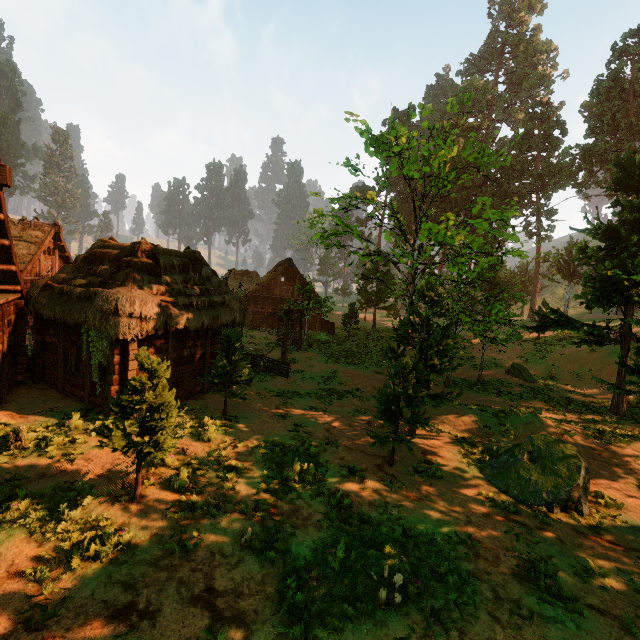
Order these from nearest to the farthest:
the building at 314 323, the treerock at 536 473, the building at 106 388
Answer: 1. the treerock at 536 473
2. the building at 106 388
3. the building at 314 323

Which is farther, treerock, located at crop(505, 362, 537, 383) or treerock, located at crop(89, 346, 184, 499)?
treerock, located at crop(505, 362, 537, 383)

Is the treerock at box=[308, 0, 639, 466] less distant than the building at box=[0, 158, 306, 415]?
No

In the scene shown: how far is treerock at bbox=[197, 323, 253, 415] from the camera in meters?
12.3 m

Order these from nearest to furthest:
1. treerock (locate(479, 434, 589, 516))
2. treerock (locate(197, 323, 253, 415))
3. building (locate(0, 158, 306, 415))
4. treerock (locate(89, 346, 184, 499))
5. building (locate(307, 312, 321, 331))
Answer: treerock (locate(89, 346, 184, 499)) → treerock (locate(479, 434, 589, 516)) → building (locate(0, 158, 306, 415)) → treerock (locate(197, 323, 253, 415)) → building (locate(307, 312, 321, 331))

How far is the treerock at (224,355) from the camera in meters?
12.3

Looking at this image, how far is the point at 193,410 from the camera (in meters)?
13.15
